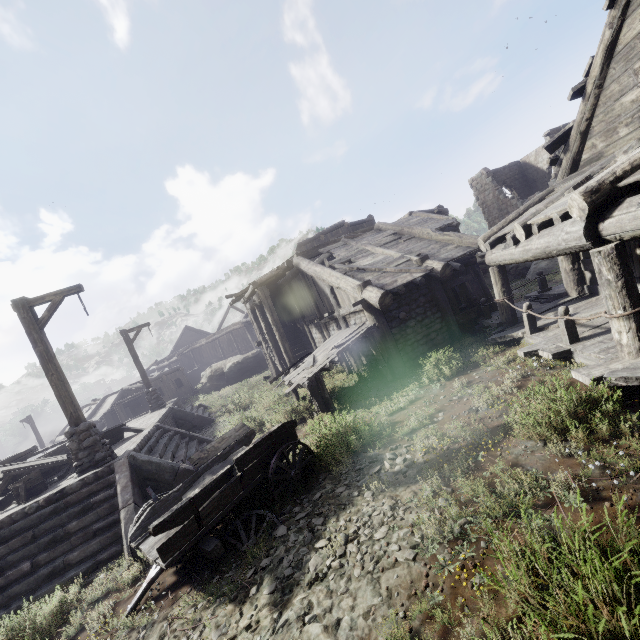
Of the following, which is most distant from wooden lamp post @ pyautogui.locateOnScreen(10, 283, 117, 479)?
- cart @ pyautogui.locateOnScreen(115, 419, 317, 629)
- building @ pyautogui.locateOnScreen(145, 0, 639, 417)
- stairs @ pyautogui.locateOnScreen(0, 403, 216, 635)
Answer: building @ pyautogui.locateOnScreen(145, 0, 639, 417)

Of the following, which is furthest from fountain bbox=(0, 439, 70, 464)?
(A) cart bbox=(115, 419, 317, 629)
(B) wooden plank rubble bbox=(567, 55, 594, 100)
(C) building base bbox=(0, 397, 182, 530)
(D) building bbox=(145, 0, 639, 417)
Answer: (B) wooden plank rubble bbox=(567, 55, 594, 100)

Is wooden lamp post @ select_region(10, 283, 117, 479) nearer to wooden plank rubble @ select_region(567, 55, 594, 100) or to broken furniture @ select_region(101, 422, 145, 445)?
broken furniture @ select_region(101, 422, 145, 445)

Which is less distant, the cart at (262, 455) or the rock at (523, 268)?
the cart at (262, 455)

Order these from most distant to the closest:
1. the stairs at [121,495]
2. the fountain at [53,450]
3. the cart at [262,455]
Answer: the fountain at [53,450] → the stairs at [121,495] → the cart at [262,455]

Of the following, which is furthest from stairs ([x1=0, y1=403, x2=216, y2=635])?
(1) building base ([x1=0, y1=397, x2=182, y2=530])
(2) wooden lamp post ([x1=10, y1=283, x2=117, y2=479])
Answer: (2) wooden lamp post ([x1=10, y1=283, x2=117, y2=479])

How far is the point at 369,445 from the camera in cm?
662

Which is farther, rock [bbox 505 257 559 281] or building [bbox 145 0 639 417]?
rock [bbox 505 257 559 281]
